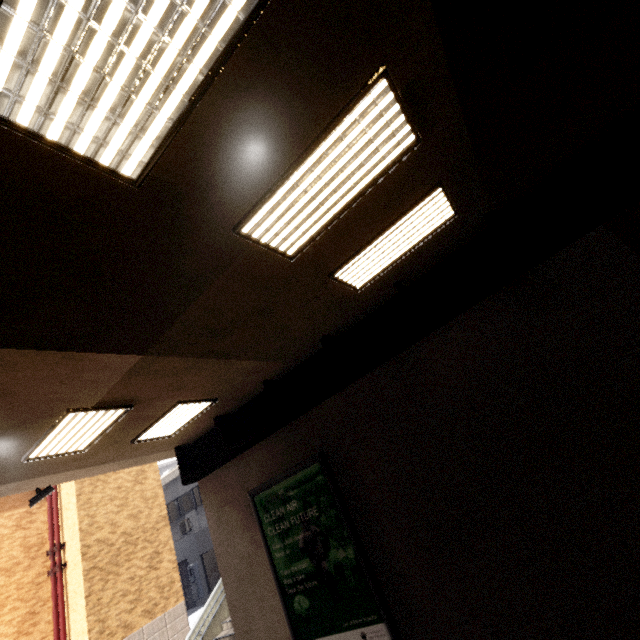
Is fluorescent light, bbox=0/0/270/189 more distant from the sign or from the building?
the building

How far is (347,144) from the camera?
3.1 meters

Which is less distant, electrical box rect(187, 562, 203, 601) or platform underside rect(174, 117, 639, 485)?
platform underside rect(174, 117, 639, 485)

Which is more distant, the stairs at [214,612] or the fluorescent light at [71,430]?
the stairs at [214,612]

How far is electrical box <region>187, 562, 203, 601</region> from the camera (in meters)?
15.25

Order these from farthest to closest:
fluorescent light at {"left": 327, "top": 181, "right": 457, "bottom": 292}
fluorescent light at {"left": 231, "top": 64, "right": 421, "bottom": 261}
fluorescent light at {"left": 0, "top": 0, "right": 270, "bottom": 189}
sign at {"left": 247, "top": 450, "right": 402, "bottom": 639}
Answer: sign at {"left": 247, "top": 450, "right": 402, "bottom": 639} → fluorescent light at {"left": 327, "top": 181, "right": 457, "bottom": 292} → fluorescent light at {"left": 231, "top": 64, "right": 421, "bottom": 261} → fluorescent light at {"left": 0, "top": 0, "right": 270, "bottom": 189}

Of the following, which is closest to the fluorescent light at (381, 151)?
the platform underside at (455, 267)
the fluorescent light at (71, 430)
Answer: the platform underside at (455, 267)

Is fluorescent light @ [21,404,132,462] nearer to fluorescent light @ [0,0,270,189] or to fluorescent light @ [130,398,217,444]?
fluorescent light @ [130,398,217,444]
